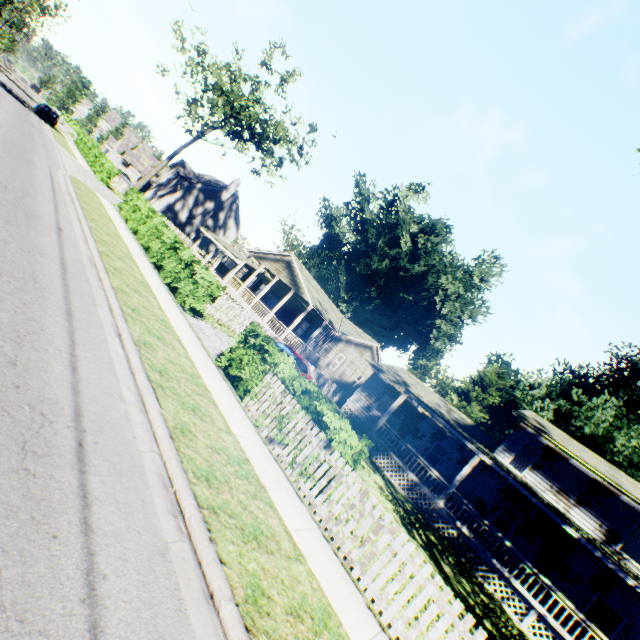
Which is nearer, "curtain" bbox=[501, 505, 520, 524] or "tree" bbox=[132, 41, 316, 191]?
"curtain" bbox=[501, 505, 520, 524]

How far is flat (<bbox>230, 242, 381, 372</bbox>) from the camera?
24.64m

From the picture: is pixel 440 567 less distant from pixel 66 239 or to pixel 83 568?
pixel 83 568

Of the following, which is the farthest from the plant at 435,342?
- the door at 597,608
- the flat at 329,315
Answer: the door at 597,608

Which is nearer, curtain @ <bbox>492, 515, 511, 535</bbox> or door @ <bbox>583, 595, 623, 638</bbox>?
door @ <bbox>583, 595, 623, 638</bbox>

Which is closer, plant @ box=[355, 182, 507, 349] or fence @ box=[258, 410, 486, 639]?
fence @ box=[258, 410, 486, 639]

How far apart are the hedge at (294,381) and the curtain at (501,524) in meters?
17.0

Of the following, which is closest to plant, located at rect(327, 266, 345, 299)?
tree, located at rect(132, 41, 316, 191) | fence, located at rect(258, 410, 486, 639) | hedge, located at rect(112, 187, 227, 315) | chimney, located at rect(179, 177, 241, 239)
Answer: fence, located at rect(258, 410, 486, 639)
